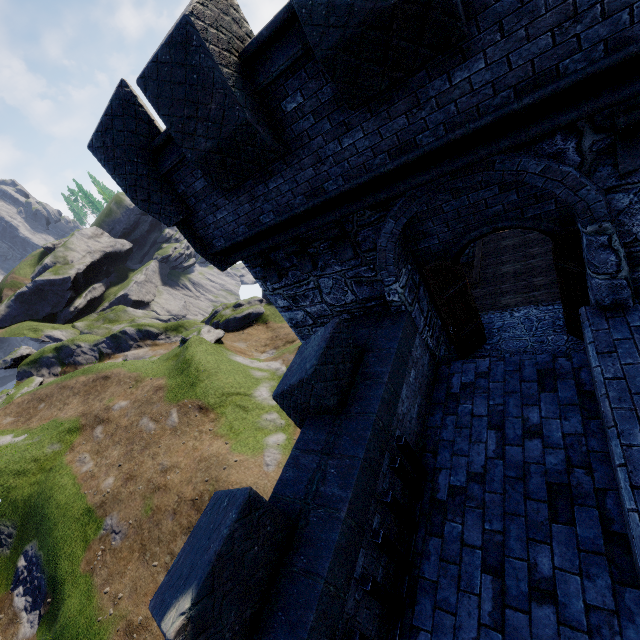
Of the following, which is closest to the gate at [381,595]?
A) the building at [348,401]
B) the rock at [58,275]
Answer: the building at [348,401]

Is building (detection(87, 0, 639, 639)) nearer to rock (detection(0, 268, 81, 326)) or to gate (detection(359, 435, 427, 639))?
gate (detection(359, 435, 427, 639))

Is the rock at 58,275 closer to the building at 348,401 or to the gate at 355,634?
the building at 348,401

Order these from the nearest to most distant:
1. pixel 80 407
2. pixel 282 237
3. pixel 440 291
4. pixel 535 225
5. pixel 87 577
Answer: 1. pixel 535 225
2. pixel 282 237
3. pixel 440 291
4. pixel 87 577
5. pixel 80 407

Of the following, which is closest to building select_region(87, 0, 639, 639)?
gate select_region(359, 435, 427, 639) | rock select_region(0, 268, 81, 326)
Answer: gate select_region(359, 435, 427, 639)

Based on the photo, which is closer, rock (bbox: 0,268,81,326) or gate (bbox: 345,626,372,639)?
gate (bbox: 345,626,372,639)

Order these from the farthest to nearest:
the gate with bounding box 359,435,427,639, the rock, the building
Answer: the rock, the gate with bounding box 359,435,427,639, the building
